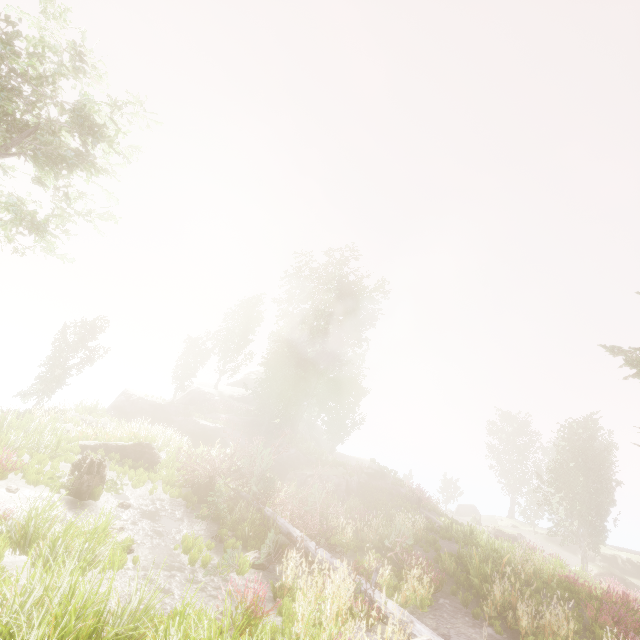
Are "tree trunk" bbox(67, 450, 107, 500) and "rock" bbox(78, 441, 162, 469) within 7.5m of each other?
yes

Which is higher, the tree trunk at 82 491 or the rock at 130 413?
the rock at 130 413

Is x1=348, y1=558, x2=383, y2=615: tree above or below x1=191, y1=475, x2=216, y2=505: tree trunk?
below

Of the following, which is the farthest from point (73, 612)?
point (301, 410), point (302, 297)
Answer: point (302, 297)

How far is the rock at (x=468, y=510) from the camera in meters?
48.8

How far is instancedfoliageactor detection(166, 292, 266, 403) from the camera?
38.56m

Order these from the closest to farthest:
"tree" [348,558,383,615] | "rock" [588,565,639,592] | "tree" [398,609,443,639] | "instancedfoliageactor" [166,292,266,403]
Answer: "tree" [398,609,443,639] → "tree" [348,558,383,615] → "rock" [588,565,639,592] → "instancedfoliageactor" [166,292,266,403]

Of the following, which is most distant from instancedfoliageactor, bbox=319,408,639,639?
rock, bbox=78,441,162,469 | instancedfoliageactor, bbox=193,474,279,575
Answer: rock, bbox=78,441,162,469
